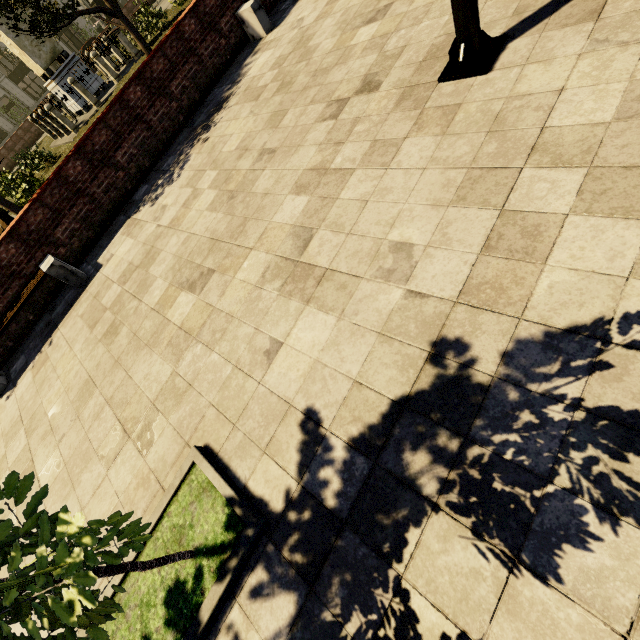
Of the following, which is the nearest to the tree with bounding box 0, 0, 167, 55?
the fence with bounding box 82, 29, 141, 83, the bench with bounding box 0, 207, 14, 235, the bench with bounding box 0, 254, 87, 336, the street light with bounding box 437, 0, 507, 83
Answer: the fence with bounding box 82, 29, 141, 83

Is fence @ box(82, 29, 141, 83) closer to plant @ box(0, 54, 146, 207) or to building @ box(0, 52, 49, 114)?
plant @ box(0, 54, 146, 207)

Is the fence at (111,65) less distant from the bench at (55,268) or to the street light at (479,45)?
the bench at (55,268)

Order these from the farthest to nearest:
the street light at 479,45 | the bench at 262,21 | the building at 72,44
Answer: the building at 72,44, the bench at 262,21, the street light at 479,45

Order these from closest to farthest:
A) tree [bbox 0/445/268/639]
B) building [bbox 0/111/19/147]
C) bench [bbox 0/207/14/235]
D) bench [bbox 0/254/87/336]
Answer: tree [bbox 0/445/268/639] → bench [bbox 0/254/87/336] → bench [bbox 0/207/14/235] → building [bbox 0/111/19/147]

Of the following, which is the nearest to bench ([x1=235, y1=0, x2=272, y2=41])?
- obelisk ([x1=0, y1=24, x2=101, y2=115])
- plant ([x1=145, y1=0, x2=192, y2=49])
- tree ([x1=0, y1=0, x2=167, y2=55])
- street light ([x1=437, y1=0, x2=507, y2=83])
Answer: tree ([x1=0, y1=0, x2=167, y2=55])

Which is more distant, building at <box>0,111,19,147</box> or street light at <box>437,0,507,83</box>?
building at <box>0,111,19,147</box>

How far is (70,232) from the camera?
6.5 meters
